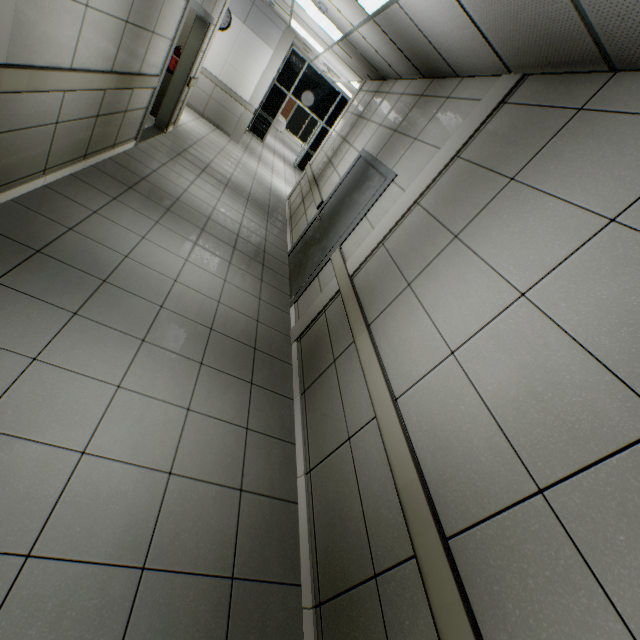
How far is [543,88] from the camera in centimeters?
230cm

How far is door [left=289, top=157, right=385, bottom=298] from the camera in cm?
420

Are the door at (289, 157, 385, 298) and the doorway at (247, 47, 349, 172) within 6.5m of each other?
no

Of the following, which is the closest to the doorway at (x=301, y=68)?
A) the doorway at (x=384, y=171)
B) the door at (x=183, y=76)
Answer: the door at (x=183, y=76)

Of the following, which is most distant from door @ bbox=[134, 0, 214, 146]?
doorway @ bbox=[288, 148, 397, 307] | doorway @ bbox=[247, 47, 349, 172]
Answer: doorway @ bbox=[247, 47, 349, 172]

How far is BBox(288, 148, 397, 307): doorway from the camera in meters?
3.8

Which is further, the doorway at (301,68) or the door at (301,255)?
the doorway at (301,68)

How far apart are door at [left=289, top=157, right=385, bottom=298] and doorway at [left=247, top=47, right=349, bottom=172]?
9.53m
